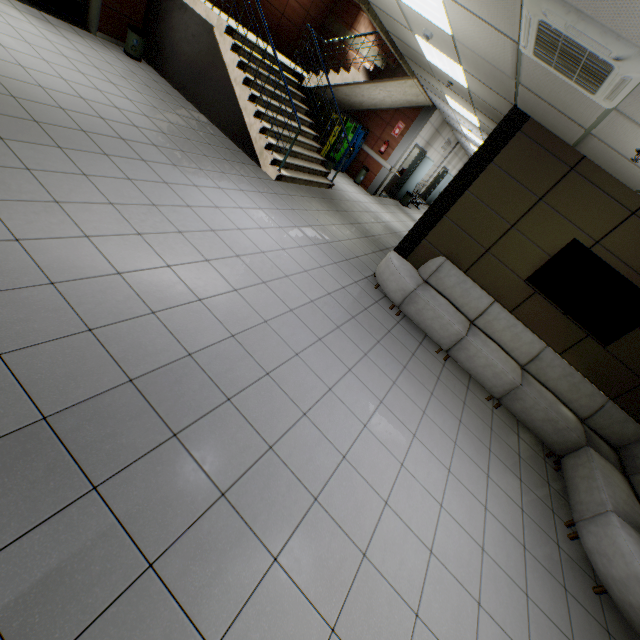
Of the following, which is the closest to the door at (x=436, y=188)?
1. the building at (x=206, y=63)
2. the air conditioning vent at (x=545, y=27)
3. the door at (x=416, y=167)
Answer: the door at (x=416, y=167)

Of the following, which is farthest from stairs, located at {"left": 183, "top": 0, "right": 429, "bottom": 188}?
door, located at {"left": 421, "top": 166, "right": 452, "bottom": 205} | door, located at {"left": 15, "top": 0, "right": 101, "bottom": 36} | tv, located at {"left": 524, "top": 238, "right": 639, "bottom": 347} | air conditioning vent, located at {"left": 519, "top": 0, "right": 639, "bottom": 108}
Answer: door, located at {"left": 421, "top": 166, "right": 452, "bottom": 205}

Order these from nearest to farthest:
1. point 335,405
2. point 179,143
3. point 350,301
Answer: point 335,405, point 350,301, point 179,143

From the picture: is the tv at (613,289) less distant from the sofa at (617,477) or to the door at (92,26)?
the sofa at (617,477)

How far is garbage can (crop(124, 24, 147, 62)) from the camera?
7.1m

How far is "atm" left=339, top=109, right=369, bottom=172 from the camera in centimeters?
980cm

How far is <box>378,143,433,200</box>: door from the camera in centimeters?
1223cm

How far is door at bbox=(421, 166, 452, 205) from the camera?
17.9 meters
